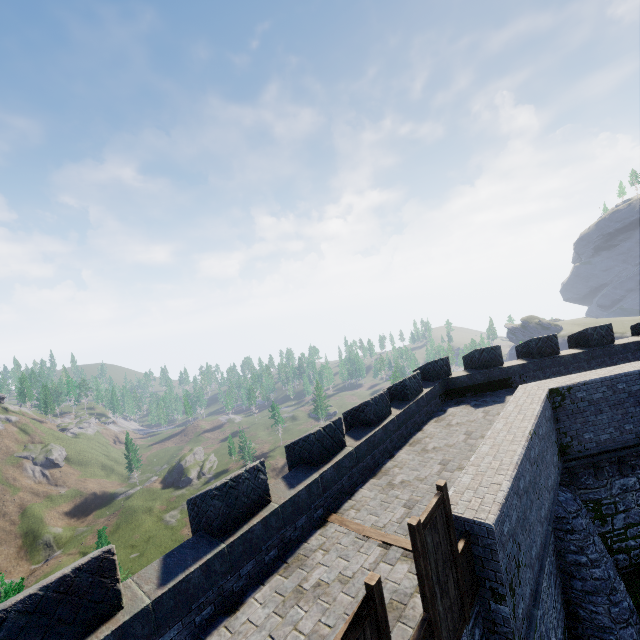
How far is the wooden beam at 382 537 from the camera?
6.6 meters

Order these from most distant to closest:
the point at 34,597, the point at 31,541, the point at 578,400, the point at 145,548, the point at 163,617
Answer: the point at 31,541, the point at 145,548, the point at 578,400, the point at 163,617, the point at 34,597

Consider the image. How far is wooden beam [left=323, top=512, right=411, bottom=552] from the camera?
6.6m
